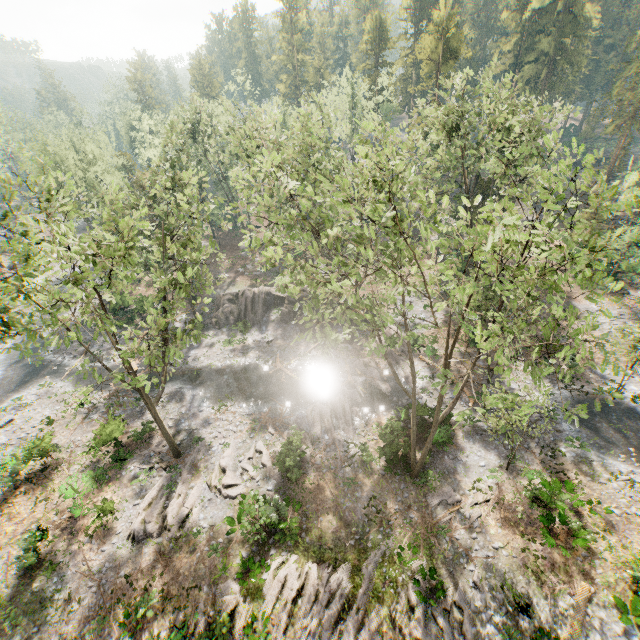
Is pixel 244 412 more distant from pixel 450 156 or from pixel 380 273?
pixel 450 156

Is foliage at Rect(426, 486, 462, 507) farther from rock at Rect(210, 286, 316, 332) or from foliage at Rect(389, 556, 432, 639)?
rock at Rect(210, 286, 316, 332)

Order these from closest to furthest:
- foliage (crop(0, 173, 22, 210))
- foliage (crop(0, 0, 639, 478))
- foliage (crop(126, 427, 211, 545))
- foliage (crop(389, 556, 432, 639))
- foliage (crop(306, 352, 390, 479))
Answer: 1. foliage (crop(0, 0, 639, 478))
2. foliage (crop(0, 173, 22, 210))
3. foliage (crop(389, 556, 432, 639))
4. foliage (crop(126, 427, 211, 545))
5. foliage (crop(306, 352, 390, 479))

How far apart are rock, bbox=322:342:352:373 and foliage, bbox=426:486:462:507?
11.59m

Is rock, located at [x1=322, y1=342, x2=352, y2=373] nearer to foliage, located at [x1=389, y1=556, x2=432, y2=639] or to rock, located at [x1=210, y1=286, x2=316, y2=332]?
foliage, located at [x1=389, y1=556, x2=432, y2=639]

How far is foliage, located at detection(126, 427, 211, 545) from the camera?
19.1 meters

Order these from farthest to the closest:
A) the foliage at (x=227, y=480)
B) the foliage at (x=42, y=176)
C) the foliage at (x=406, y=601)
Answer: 1. the foliage at (x=227, y=480)
2. the foliage at (x=406, y=601)
3. the foliage at (x=42, y=176)

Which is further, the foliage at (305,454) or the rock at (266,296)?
the rock at (266,296)
